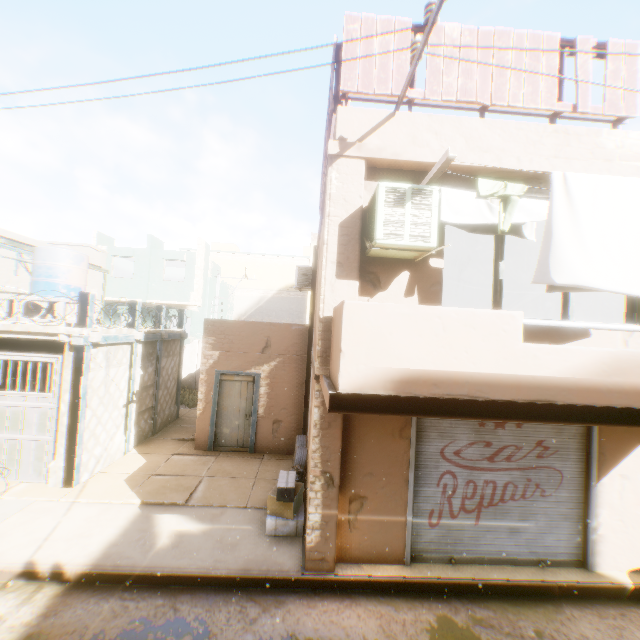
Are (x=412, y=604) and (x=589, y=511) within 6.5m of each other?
yes

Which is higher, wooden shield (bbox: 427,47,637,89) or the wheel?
wooden shield (bbox: 427,47,637,89)

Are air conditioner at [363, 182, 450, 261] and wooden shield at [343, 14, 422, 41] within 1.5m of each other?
yes

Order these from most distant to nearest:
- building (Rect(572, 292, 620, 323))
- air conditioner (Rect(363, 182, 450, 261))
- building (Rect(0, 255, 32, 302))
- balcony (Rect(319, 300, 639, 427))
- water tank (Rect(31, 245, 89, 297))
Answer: building (Rect(0, 255, 32, 302))
water tank (Rect(31, 245, 89, 297))
building (Rect(572, 292, 620, 323))
air conditioner (Rect(363, 182, 450, 261))
balcony (Rect(319, 300, 639, 427))

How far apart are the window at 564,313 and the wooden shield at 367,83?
1.1m

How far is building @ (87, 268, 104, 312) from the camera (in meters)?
17.80

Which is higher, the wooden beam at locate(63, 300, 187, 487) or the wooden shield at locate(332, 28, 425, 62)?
the wooden shield at locate(332, 28, 425, 62)
